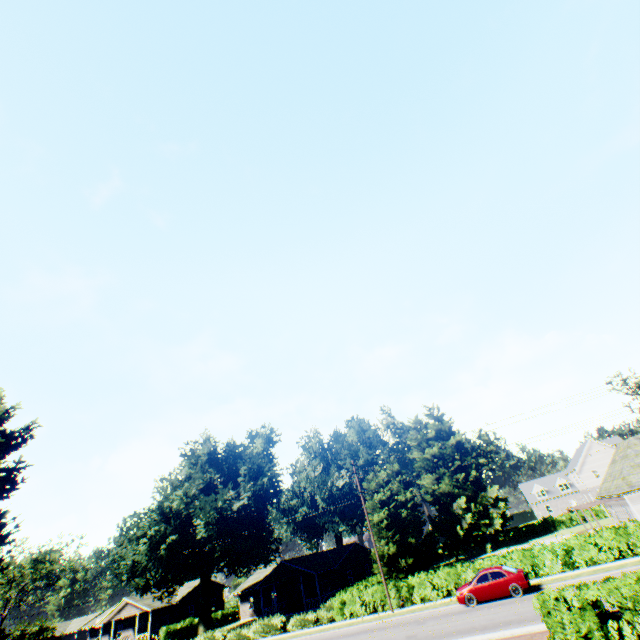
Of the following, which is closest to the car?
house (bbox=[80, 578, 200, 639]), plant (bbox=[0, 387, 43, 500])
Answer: plant (bbox=[0, 387, 43, 500])

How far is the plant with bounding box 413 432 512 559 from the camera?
51.44m

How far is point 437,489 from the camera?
56.9m

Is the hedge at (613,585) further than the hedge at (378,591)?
No

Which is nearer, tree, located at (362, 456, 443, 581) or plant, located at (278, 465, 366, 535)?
tree, located at (362, 456, 443, 581)

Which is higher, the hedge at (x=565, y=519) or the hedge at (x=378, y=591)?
the hedge at (x=565, y=519)

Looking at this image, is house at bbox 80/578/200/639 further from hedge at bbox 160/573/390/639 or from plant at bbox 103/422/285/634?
hedge at bbox 160/573/390/639
